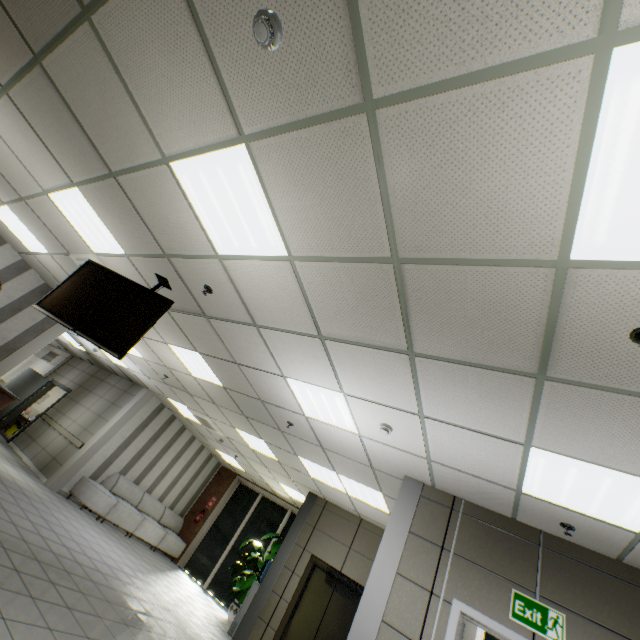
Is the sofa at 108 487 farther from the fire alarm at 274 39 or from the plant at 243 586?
the fire alarm at 274 39

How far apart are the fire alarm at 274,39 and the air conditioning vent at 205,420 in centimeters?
842cm

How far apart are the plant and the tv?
8.68m

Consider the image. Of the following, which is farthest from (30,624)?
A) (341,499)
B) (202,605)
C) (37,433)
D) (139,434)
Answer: (37,433)

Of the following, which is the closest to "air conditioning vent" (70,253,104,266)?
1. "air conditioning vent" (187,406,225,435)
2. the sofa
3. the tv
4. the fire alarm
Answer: the tv

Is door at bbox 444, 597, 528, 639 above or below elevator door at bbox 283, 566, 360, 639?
above

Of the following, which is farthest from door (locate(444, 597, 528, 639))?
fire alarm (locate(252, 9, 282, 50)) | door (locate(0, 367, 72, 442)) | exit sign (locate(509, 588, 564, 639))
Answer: door (locate(0, 367, 72, 442))

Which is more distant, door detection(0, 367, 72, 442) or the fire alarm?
door detection(0, 367, 72, 442)
